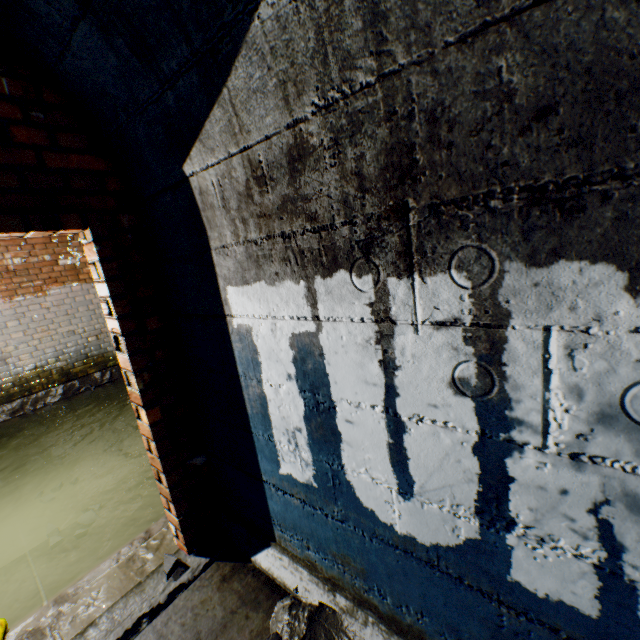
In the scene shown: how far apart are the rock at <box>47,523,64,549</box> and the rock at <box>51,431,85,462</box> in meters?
1.8

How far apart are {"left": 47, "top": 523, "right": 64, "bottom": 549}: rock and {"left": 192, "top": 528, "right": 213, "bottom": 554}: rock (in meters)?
1.66

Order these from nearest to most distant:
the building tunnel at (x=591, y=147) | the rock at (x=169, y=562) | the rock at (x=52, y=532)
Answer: the building tunnel at (x=591, y=147) < the rock at (x=169, y=562) < the rock at (x=52, y=532)

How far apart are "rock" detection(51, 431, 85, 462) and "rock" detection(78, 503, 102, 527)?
1.61m

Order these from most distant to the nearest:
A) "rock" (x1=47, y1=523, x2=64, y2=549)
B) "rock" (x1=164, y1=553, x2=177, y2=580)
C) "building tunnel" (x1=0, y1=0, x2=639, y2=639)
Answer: "rock" (x1=47, y1=523, x2=64, y2=549) < "rock" (x1=164, y1=553, x2=177, y2=580) < "building tunnel" (x1=0, y1=0, x2=639, y2=639)

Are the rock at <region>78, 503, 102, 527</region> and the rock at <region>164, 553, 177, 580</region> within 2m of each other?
yes

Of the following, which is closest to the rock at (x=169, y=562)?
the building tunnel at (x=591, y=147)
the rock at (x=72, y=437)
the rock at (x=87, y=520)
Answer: the building tunnel at (x=591, y=147)

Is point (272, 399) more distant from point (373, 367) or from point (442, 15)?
point (442, 15)
